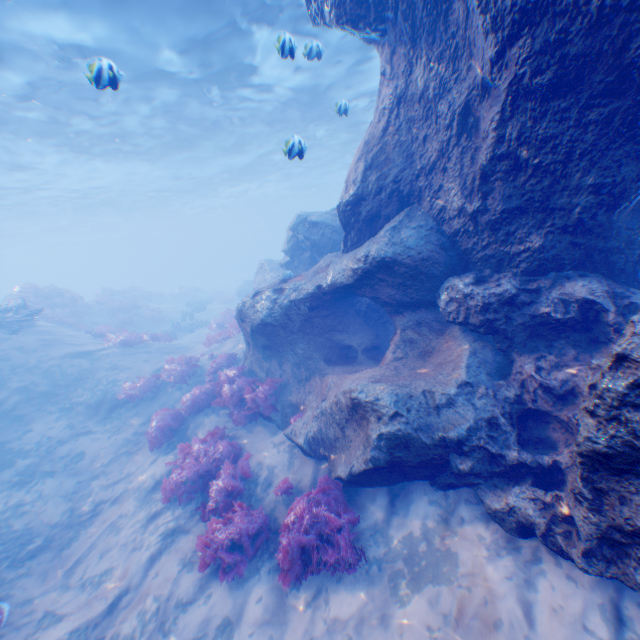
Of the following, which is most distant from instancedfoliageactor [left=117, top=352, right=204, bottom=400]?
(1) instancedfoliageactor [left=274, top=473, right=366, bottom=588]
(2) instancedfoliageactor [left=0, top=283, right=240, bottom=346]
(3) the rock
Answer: (2) instancedfoliageactor [left=0, top=283, right=240, bottom=346]

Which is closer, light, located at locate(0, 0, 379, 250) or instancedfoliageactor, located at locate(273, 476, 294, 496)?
instancedfoliageactor, located at locate(273, 476, 294, 496)

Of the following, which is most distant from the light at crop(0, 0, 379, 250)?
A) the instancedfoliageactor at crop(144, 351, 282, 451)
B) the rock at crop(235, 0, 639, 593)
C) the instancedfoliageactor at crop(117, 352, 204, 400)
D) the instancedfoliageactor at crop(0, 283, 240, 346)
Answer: the instancedfoliageactor at crop(0, 283, 240, 346)

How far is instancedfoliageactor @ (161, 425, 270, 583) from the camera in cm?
593

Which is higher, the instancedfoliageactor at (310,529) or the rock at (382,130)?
the rock at (382,130)

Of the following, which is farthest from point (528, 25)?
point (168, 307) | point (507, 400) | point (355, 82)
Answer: point (168, 307)

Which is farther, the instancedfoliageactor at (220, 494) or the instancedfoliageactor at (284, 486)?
the instancedfoliageactor at (284, 486)
